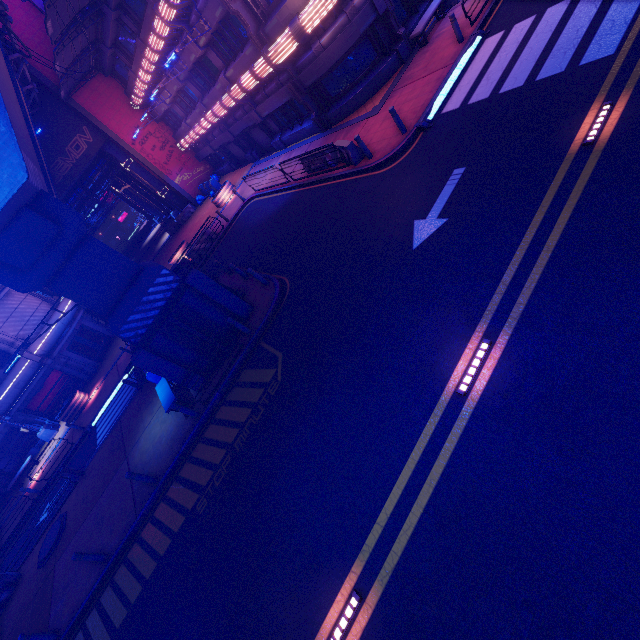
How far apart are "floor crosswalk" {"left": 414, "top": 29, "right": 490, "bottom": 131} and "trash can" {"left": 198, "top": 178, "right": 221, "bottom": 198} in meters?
24.2 m

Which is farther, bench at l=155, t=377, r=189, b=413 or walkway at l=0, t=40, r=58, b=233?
bench at l=155, t=377, r=189, b=413

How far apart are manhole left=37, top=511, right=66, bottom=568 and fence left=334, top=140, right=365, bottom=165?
20.7m

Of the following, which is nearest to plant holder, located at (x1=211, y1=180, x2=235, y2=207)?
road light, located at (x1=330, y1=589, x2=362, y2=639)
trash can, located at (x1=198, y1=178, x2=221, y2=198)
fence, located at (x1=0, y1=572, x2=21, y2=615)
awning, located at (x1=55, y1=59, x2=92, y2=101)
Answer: trash can, located at (x1=198, y1=178, x2=221, y2=198)

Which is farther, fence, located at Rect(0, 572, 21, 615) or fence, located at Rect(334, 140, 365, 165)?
fence, located at Rect(0, 572, 21, 615)

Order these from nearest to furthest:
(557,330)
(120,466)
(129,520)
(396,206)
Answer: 1. (557,330)
2. (396,206)
3. (129,520)
4. (120,466)

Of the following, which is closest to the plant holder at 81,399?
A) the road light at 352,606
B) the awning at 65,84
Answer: the awning at 65,84

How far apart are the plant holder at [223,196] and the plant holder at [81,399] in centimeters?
1751cm
